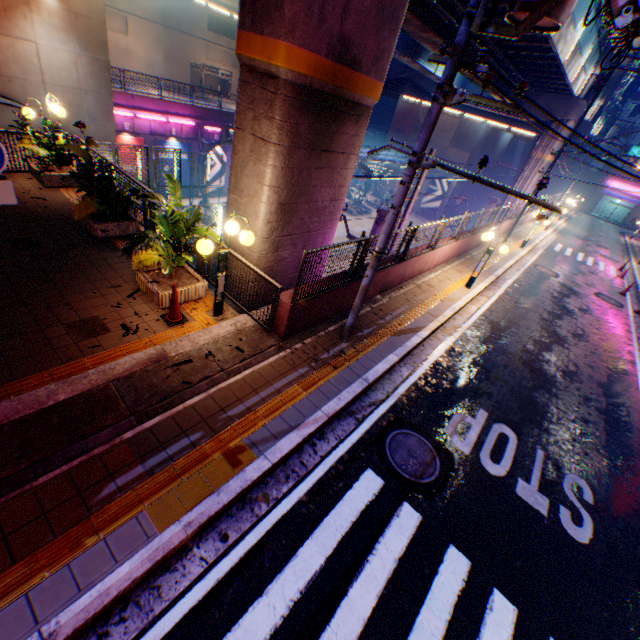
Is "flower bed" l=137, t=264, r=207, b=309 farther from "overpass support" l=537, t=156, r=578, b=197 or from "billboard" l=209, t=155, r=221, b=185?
"billboard" l=209, t=155, r=221, b=185

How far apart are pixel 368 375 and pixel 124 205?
7.3 meters

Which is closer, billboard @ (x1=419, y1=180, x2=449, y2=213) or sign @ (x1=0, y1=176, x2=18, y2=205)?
sign @ (x1=0, y1=176, x2=18, y2=205)

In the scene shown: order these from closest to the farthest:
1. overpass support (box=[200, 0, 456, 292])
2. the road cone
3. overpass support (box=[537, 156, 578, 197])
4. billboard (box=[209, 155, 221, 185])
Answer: overpass support (box=[200, 0, 456, 292]) < the road cone < billboard (box=[209, 155, 221, 185]) < overpass support (box=[537, 156, 578, 197])

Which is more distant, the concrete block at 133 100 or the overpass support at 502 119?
the overpass support at 502 119

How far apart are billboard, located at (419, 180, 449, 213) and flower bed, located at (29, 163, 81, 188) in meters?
41.8 m

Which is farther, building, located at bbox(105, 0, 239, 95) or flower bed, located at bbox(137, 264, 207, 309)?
building, located at bbox(105, 0, 239, 95)

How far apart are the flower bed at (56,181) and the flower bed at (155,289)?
5.8 meters
